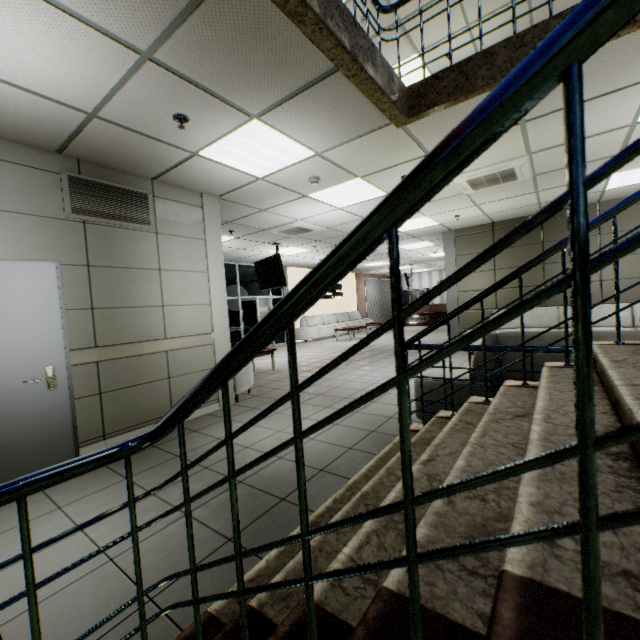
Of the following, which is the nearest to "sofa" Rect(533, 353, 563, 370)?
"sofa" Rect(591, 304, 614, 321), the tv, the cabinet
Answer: "sofa" Rect(591, 304, 614, 321)

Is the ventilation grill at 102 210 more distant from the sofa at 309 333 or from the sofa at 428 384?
the sofa at 309 333

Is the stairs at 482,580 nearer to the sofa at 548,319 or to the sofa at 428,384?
the sofa at 428,384

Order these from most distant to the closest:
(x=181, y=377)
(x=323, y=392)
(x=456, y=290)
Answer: (x=456, y=290) → (x=323, y=392) → (x=181, y=377)

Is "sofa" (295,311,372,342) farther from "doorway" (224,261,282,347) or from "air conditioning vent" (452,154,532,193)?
"air conditioning vent" (452,154,532,193)

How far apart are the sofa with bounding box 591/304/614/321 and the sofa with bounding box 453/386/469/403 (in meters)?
3.98

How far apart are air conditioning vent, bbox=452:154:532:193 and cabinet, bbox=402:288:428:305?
15.50m

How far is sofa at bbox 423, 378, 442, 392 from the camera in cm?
342
